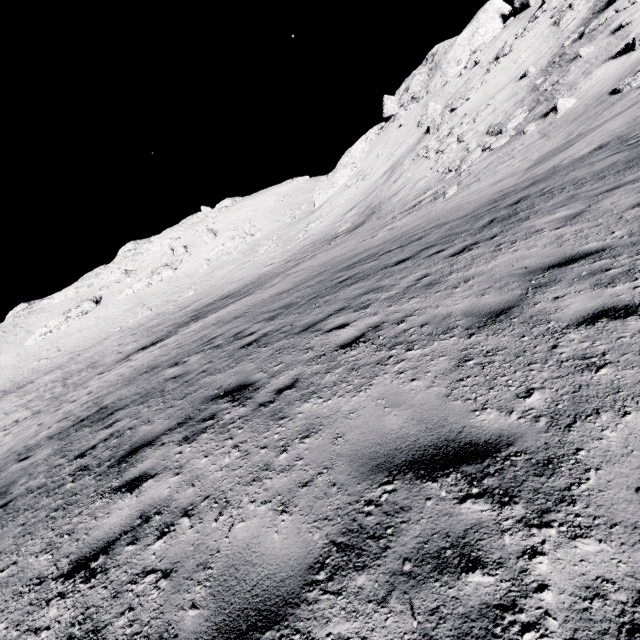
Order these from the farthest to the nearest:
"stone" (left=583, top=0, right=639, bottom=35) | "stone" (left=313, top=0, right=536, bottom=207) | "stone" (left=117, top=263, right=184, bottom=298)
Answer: "stone" (left=117, top=263, right=184, bottom=298)
"stone" (left=313, top=0, right=536, bottom=207)
"stone" (left=583, top=0, right=639, bottom=35)

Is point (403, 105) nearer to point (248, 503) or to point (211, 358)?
point (211, 358)

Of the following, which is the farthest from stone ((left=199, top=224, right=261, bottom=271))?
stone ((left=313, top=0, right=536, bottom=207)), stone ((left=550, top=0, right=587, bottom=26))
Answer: stone ((left=550, top=0, right=587, bottom=26))

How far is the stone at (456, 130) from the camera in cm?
2675

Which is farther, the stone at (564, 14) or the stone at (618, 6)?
the stone at (564, 14)

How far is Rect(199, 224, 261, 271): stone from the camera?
54.2 meters

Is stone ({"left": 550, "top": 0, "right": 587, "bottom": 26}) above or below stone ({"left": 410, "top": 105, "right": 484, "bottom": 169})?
above

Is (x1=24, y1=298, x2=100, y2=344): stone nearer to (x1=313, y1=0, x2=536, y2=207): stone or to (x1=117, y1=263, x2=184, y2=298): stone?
(x1=117, y1=263, x2=184, y2=298): stone
